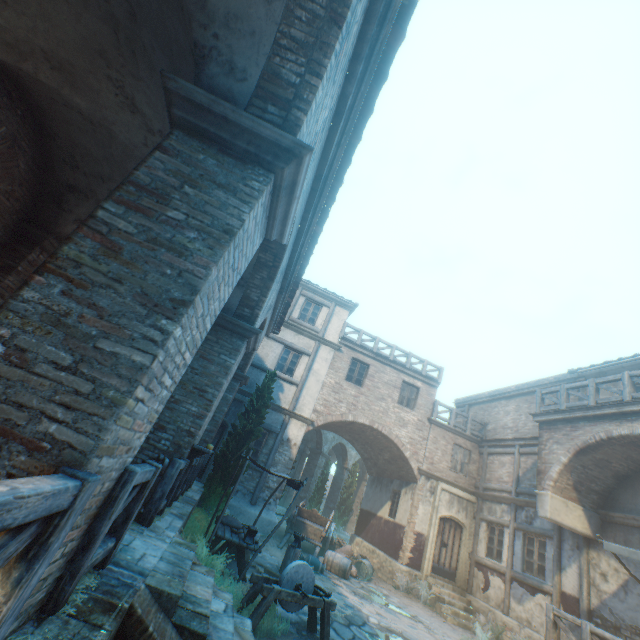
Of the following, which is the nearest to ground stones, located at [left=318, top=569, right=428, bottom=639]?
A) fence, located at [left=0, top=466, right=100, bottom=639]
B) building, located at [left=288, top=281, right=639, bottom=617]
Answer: Answer: building, located at [left=288, top=281, right=639, bottom=617]

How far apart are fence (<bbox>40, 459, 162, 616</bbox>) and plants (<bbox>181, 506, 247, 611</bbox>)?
2.5m

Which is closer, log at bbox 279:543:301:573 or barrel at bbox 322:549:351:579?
log at bbox 279:543:301:573

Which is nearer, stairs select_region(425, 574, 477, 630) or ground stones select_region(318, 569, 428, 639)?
ground stones select_region(318, 569, 428, 639)

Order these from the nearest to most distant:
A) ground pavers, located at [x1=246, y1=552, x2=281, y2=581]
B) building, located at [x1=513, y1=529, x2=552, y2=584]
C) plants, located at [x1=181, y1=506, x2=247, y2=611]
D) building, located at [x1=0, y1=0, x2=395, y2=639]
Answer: building, located at [x1=0, y1=0, x2=395, y2=639] < plants, located at [x1=181, y1=506, x2=247, y2=611] < ground pavers, located at [x1=246, y1=552, x2=281, y2=581] < building, located at [x1=513, y1=529, x2=552, y2=584]

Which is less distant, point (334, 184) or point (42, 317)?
point (42, 317)

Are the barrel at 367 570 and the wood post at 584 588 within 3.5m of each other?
no

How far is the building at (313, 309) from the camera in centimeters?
1700cm
